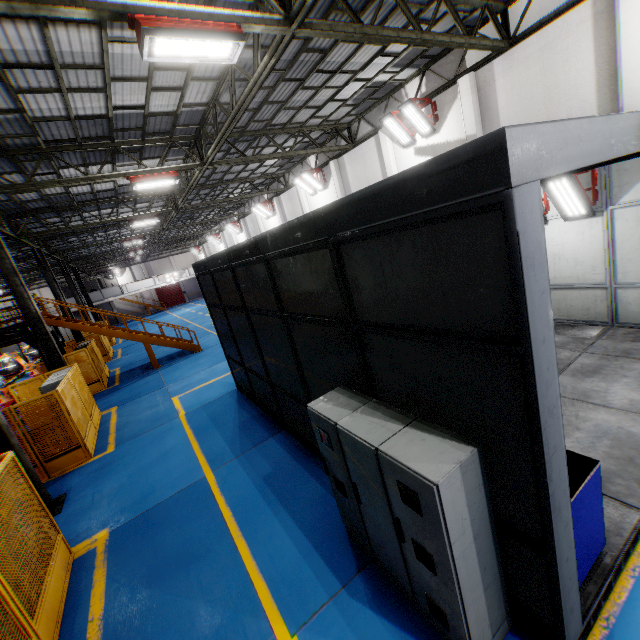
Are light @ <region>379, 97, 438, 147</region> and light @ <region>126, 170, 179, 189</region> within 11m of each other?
yes

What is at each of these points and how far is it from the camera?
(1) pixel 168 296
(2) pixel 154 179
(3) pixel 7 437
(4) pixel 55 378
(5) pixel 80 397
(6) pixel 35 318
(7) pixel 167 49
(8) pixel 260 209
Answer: (1) door, 53.6 meters
(2) light, 11.4 meters
(3) metal pole, 6.8 meters
(4) cabinet, 10.6 meters
(5) metal panel, 10.7 meters
(6) metal pole, 12.7 meters
(7) light, 5.1 meters
(8) light, 25.3 meters

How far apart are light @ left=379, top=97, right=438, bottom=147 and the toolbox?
11.88m

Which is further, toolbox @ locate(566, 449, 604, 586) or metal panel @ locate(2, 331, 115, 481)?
metal panel @ locate(2, 331, 115, 481)

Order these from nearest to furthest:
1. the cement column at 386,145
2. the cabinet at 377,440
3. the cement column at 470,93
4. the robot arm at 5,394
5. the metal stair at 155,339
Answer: the cabinet at 377,440, the cement column at 470,93, the cement column at 386,145, the metal stair at 155,339, the robot arm at 5,394

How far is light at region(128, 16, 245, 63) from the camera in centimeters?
476cm

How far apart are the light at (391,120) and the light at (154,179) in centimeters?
849cm

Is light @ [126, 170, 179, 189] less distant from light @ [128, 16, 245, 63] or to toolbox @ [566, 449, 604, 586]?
light @ [128, 16, 245, 63]
